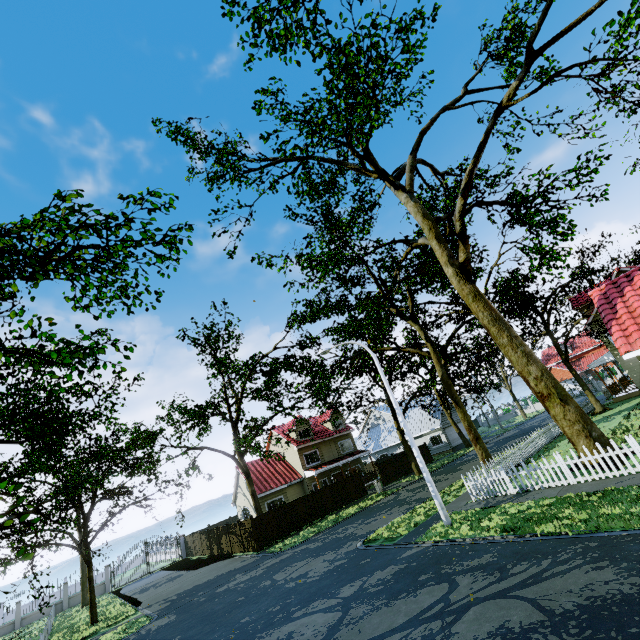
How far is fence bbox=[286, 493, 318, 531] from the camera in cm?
2541

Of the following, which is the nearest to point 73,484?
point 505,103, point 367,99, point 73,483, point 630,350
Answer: point 73,483

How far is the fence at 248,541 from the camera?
23.9 meters

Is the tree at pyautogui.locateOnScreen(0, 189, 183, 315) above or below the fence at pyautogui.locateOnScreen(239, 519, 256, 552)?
above

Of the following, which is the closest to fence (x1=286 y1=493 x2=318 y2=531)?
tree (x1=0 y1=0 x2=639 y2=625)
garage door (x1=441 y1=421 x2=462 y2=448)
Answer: tree (x1=0 y1=0 x2=639 y2=625)
